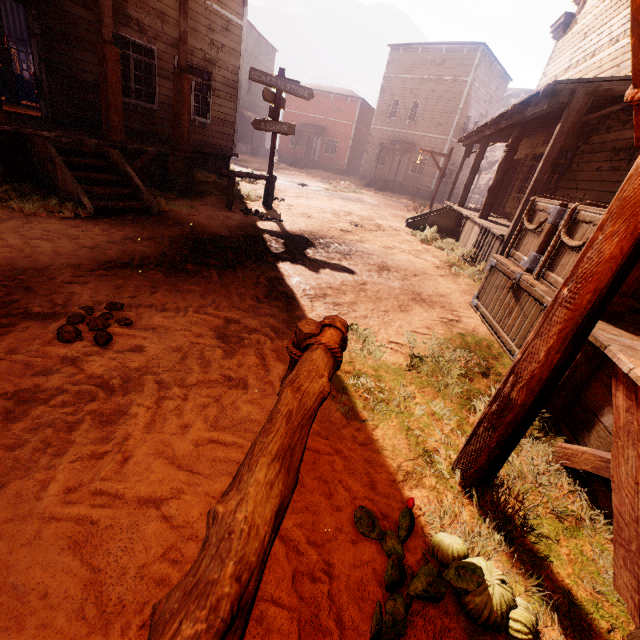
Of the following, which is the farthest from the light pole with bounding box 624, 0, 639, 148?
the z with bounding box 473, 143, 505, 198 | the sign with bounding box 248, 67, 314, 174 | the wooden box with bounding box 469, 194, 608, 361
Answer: the sign with bounding box 248, 67, 314, 174

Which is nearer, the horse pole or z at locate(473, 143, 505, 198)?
the horse pole

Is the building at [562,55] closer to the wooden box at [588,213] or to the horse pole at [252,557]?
the wooden box at [588,213]

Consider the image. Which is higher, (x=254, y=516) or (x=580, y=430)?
(x=254, y=516)

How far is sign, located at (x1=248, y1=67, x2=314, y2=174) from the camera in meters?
8.1 m

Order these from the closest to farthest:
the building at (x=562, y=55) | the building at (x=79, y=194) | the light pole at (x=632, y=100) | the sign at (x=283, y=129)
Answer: the light pole at (x=632, y=100) < the building at (x=79, y=194) < the building at (x=562, y=55) < the sign at (x=283, y=129)

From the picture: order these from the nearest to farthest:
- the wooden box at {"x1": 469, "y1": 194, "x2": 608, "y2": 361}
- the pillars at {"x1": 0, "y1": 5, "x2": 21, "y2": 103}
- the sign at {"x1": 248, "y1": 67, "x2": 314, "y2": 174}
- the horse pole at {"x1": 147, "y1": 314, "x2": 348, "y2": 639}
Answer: the horse pole at {"x1": 147, "y1": 314, "x2": 348, "y2": 639} → the wooden box at {"x1": 469, "y1": 194, "x2": 608, "y2": 361} → the sign at {"x1": 248, "y1": 67, "x2": 314, "y2": 174} → the pillars at {"x1": 0, "y1": 5, "x2": 21, "y2": 103}

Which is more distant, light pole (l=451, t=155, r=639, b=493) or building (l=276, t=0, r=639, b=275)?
building (l=276, t=0, r=639, b=275)
